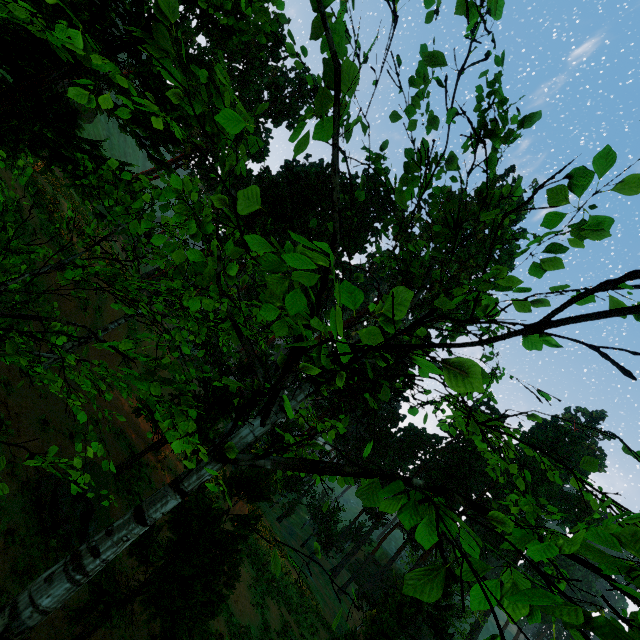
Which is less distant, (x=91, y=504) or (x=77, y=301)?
(x=91, y=504)

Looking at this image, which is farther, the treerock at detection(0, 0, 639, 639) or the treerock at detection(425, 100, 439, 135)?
the treerock at detection(425, 100, 439, 135)

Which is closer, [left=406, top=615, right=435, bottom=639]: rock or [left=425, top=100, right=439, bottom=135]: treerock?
[left=425, top=100, right=439, bottom=135]: treerock

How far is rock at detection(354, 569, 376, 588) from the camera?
57.7 meters

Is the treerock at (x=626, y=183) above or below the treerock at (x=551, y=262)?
above

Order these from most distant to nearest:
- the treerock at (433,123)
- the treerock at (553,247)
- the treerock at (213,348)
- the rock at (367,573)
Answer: the rock at (367,573)
the treerock at (433,123)
the treerock at (553,247)
the treerock at (213,348)

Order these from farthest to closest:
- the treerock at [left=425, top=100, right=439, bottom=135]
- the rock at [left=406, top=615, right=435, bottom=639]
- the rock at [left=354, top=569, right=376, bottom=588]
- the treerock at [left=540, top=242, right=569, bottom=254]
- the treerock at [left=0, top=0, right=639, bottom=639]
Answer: the rock at [left=354, top=569, right=376, bottom=588]
the rock at [left=406, top=615, right=435, bottom=639]
the treerock at [left=425, top=100, right=439, bottom=135]
the treerock at [left=540, top=242, right=569, bottom=254]
the treerock at [left=0, top=0, right=639, bottom=639]

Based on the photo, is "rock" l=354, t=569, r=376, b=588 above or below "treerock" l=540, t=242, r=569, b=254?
below
